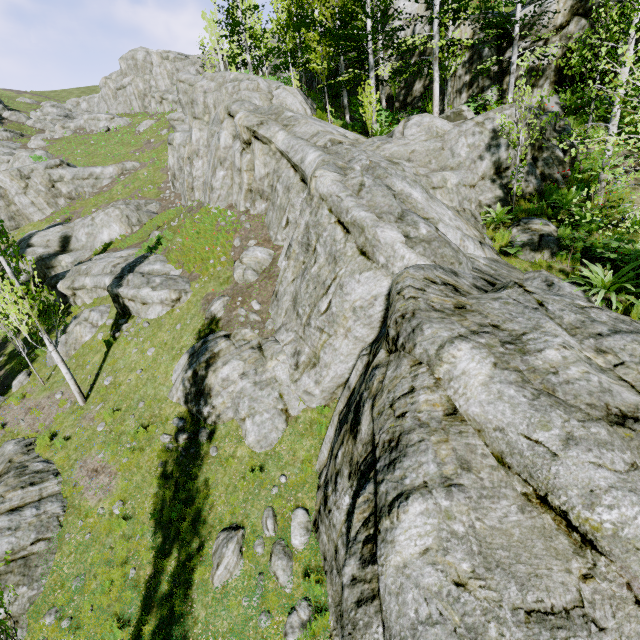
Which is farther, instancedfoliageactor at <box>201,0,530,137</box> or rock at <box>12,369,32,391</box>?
rock at <box>12,369,32,391</box>

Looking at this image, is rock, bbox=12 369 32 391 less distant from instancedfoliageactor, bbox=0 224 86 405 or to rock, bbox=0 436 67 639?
rock, bbox=0 436 67 639

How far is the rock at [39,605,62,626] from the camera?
7.68m

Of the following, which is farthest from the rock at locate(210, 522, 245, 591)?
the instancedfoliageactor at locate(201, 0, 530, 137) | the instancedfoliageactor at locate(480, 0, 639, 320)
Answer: the instancedfoliageactor at locate(201, 0, 530, 137)

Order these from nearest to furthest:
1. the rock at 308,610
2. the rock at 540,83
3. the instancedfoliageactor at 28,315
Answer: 1. the rock at 308,610
2. the instancedfoliageactor at 28,315
3. the rock at 540,83

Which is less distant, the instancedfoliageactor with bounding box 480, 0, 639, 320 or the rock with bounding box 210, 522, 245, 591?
the instancedfoliageactor with bounding box 480, 0, 639, 320

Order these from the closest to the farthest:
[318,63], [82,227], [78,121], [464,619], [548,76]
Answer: [464,619], [548,76], [318,63], [82,227], [78,121]

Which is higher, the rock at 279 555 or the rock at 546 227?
the rock at 546 227
